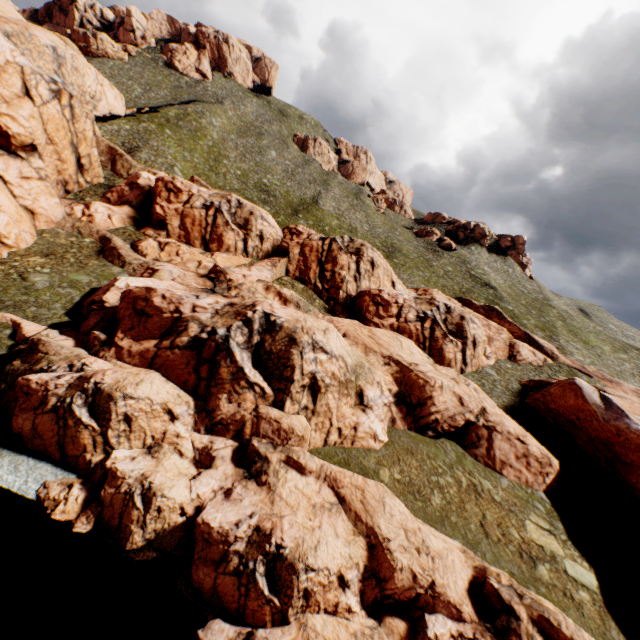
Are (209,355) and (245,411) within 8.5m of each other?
yes
